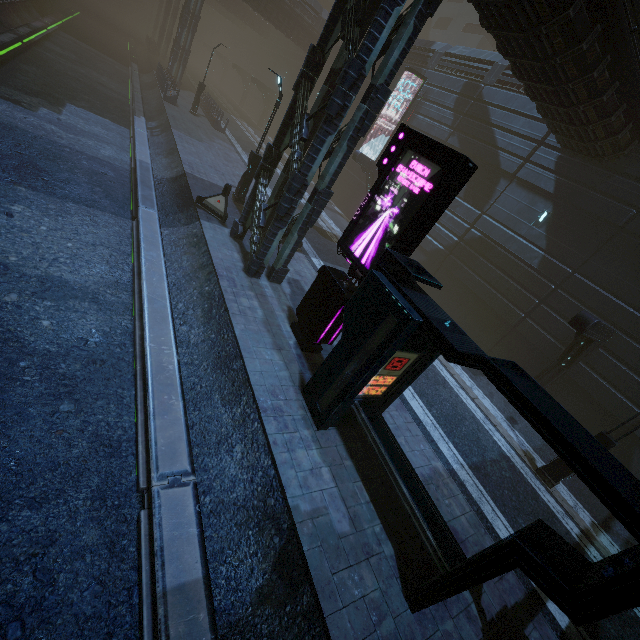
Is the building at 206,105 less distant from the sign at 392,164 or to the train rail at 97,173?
the train rail at 97,173

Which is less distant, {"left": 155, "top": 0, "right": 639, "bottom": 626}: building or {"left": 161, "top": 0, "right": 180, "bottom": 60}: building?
{"left": 155, "top": 0, "right": 639, "bottom": 626}: building

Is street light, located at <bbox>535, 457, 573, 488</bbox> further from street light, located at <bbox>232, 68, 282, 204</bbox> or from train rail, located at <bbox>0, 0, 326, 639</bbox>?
street light, located at <bbox>232, 68, 282, 204</bbox>

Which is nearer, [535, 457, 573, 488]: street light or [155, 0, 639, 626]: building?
[155, 0, 639, 626]: building

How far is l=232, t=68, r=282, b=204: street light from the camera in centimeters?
1384cm

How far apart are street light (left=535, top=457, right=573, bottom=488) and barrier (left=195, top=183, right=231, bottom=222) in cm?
1468

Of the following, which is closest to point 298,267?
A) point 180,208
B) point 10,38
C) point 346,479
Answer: point 180,208

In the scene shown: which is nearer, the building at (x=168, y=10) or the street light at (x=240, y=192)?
the street light at (x=240, y=192)
